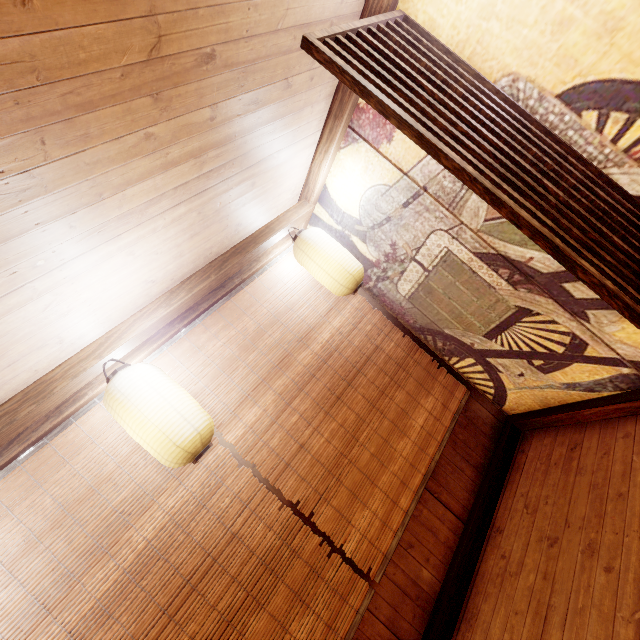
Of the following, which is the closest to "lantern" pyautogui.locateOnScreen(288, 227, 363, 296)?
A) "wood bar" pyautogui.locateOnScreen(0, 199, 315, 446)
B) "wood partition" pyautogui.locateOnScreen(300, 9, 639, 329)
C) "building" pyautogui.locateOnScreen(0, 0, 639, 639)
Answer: "building" pyautogui.locateOnScreen(0, 0, 639, 639)

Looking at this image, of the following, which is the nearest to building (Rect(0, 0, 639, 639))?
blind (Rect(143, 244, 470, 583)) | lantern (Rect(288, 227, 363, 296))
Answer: blind (Rect(143, 244, 470, 583))

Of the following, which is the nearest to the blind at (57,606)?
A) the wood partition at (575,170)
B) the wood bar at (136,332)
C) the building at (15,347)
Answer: the building at (15,347)

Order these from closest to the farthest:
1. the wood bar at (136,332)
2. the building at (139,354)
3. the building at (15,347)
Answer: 1. the building at (15,347)
2. the wood bar at (136,332)
3. the building at (139,354)

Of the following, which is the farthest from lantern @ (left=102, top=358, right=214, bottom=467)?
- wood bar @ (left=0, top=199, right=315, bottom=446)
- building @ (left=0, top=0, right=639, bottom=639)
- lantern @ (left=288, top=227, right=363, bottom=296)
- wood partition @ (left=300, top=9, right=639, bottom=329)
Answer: wood bar @ (left=0, top=199, right=315, bottom=446)

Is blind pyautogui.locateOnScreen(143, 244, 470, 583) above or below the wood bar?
below

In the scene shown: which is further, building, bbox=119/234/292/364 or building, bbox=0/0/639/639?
building, bbox=119/234/292/364

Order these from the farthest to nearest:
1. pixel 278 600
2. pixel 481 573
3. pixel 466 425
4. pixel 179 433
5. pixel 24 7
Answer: pixel 466 425
pixel 481 573
pixel 278 600
pixel 179 433
pixel 24 7
